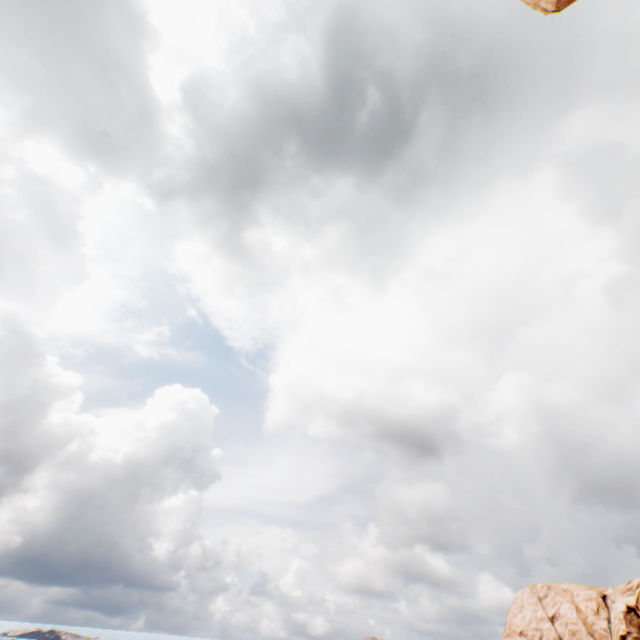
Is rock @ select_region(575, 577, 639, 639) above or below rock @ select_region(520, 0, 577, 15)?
below

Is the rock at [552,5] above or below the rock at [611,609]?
above

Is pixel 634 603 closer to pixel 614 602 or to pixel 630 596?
→ pixel 630 596

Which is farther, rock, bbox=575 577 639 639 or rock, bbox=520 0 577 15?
rock, bbox=575 577 639 639

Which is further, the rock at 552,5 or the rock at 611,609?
the rock at 611,609
